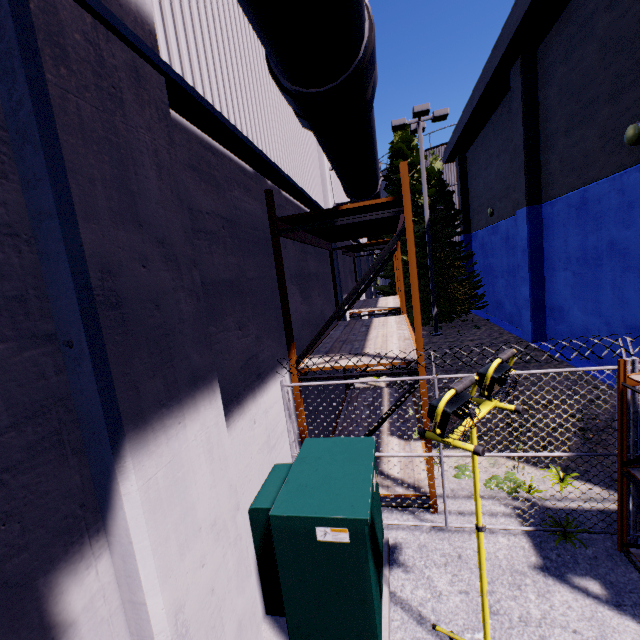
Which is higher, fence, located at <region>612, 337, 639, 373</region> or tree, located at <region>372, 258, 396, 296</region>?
fence, located at <region>612, 337, 639, 373</region>

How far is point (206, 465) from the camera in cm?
224

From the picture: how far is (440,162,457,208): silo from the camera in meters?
23.8 m

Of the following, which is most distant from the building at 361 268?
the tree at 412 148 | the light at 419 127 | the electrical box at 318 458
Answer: the light at 419 127

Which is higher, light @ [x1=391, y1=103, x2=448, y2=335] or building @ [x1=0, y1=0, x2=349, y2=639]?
light @ [x1=391, y1=103, x2=448, y2=335]

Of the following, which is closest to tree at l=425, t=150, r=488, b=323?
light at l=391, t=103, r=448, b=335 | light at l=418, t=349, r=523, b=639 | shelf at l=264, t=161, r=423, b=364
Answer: light at l=391, t=103, r=448, b=335

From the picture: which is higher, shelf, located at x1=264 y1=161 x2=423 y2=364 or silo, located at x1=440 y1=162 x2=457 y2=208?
silo, located at x1=440 y1=162 x2=457 y2=208

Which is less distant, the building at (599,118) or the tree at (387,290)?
the building at (599,118)
